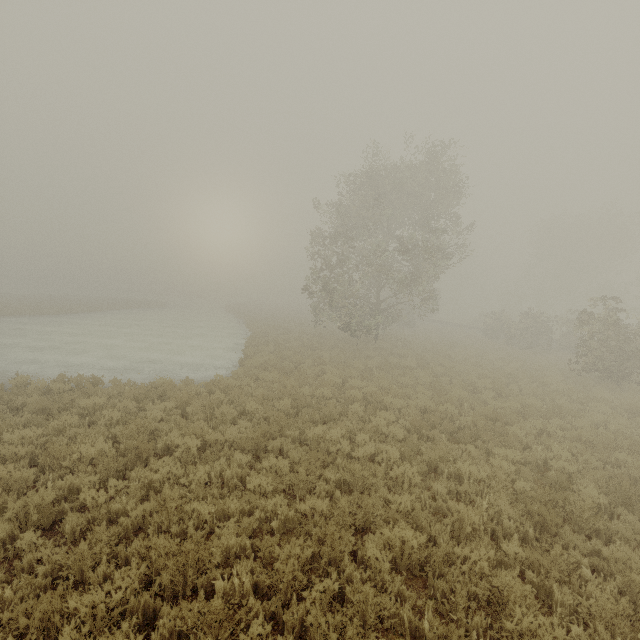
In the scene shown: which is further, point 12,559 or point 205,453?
point 205,453

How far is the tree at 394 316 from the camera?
20.0m

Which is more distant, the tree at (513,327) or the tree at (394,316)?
the tree at (394,316)

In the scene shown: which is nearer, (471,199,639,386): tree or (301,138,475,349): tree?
(471,199,639,386): tree

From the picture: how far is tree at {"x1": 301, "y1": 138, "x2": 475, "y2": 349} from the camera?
20.0 meters
